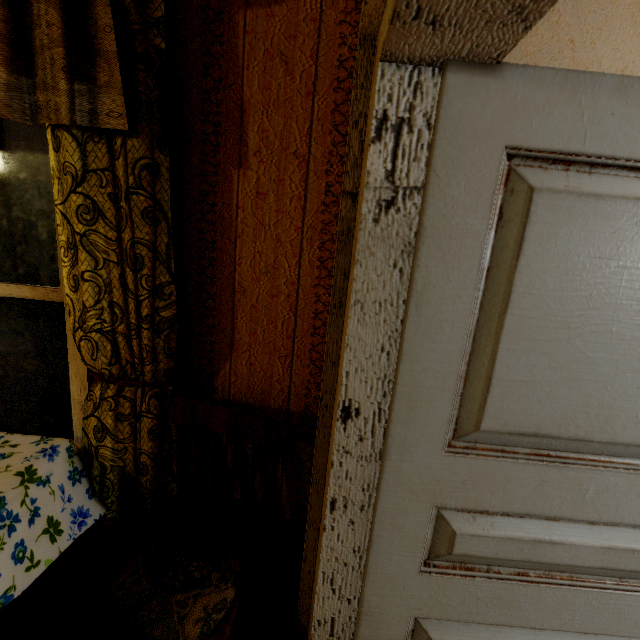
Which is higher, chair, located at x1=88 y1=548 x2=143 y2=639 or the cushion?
the cushion

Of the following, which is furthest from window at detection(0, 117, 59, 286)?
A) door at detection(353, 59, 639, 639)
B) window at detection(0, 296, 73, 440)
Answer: door at detection(353, 59, 639, 639)

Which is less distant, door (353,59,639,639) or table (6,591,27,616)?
door (353,59,639,639)

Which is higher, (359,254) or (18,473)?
(359,254)

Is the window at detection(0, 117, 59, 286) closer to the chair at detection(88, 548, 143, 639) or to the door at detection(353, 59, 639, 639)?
the chair at detection(88, 548, 143, 639)

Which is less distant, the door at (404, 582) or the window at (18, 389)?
the door at (404, 582)

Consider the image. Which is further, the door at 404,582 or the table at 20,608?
the table at 20,608

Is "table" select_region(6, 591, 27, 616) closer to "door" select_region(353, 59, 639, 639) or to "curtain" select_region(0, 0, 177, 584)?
"curtain" select_region(0, 0, 177, 584)
